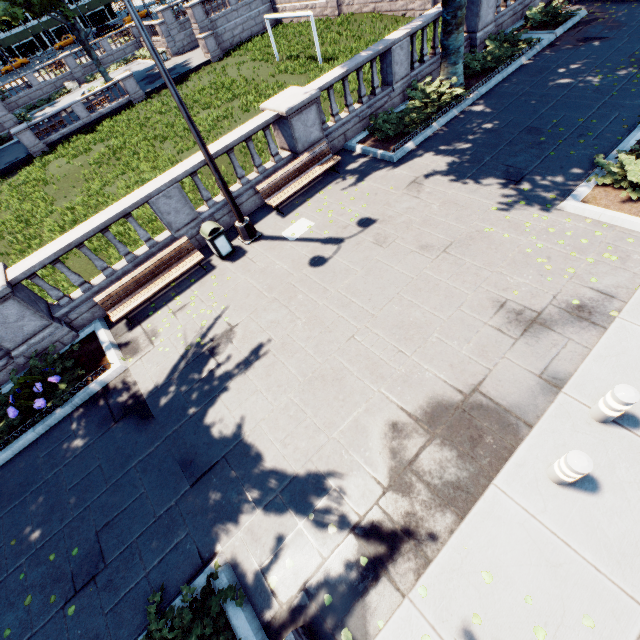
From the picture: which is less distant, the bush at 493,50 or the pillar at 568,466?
the pillar at 568,466

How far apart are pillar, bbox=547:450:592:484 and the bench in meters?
9.1

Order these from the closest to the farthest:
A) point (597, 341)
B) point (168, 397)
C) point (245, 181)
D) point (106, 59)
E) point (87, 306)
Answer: point (597, 341) → point (168, 397) → point (87, 306) → point (245, 181) → point (106, 59)

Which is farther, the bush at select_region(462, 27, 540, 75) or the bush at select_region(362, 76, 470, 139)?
the bush at select_region(462, 27, 540, 75)

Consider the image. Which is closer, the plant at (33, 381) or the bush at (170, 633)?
A: the bush at (170, 633)

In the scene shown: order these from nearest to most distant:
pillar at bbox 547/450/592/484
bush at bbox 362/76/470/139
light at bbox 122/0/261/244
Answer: pillar at bbox 547/450/592/484
light at bbox 122/0/261/244
bush at bbox 362/76/470/139

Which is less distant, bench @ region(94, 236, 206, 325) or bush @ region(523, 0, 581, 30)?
bench @ region(94, 236, 206, 325)

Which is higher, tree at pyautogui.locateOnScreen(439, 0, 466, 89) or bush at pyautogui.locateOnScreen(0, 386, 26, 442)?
tree at pyautogui.locateOnScreen(439, 0, 466, 89)
